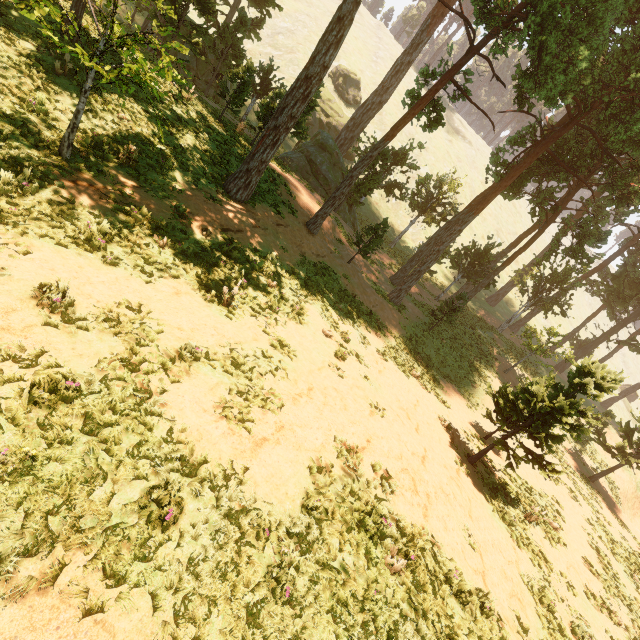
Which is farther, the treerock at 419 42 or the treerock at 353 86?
the treerock at 353 86

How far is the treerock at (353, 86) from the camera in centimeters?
4469cm

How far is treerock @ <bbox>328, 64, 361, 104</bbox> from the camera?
44.69m

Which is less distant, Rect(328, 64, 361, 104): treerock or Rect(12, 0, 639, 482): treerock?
Rect(12, 0, 639, 482): treerock

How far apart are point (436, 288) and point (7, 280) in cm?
3485
